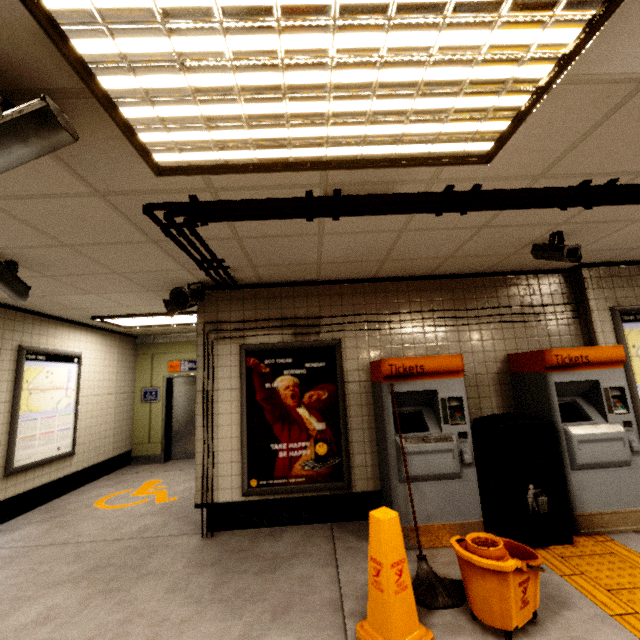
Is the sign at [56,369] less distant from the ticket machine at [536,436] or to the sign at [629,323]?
the ticket machine at [536,436]

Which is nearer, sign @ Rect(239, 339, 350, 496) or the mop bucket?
the mop bucket

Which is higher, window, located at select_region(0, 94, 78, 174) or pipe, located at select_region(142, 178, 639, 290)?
pipe, located at select_region(142, 178, 639, 290)

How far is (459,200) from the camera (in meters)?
2.37

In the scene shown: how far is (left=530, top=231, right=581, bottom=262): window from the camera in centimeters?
299cm

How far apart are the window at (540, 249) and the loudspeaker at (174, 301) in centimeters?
382cm

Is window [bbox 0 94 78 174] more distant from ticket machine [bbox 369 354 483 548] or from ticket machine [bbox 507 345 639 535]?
ticket machine [bbox 507 345 639 535]

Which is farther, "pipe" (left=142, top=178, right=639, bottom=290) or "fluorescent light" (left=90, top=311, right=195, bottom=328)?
"fluorescent light" (left=90, top=311, right=195, bottom=328)
